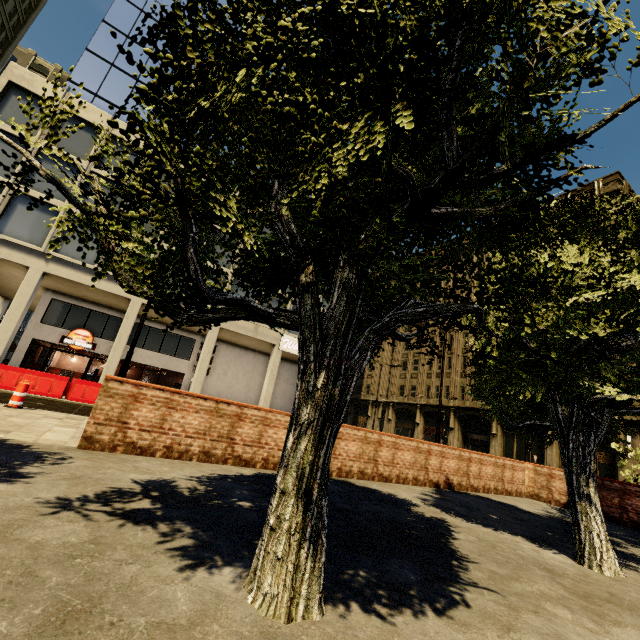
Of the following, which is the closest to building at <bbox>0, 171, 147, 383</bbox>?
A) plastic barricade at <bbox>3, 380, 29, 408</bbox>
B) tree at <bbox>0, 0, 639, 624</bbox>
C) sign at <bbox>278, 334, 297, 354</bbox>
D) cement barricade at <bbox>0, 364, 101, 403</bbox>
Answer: sign at <bbox>278, 334, 297, 354</bbox>

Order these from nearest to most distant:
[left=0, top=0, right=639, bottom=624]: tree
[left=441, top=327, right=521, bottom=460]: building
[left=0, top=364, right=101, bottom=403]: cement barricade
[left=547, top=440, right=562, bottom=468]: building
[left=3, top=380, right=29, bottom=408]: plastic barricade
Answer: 1. [left=0, top=0, right=639, bottom=624]: tree
2. [left=3, top=380, right=29, bottom=408]: plastic barricade
3. [left=0, top=364, right=101, bottom=403]: cement barricade
4. [left=547, top=440, right=562, bottom=468]: building
5. [left=441, top=327, right=521, bottom=460]: building

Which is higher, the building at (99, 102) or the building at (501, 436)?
the building at (99, 102)

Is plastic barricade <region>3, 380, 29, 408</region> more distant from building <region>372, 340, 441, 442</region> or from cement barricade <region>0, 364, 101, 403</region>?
building <region>372, 340, 441, 442</region>

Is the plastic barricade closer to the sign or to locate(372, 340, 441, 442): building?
locate(372, 340, 441, 442): building

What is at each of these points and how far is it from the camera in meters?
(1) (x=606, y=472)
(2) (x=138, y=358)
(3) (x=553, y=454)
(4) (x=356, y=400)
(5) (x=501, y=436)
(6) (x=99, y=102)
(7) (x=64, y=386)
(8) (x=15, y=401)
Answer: (1) building, 25.4
(2) building, 23.5
(3) building, 28.2
(4) building, 52.6
(5) building, 32.5
(6) building, 22.3
(7) cement barricade, 13.6
(8) plastic barricade, 8.3

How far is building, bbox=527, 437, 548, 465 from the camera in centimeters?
2886cm

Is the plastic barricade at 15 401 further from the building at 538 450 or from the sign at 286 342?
the sign at 286 342
